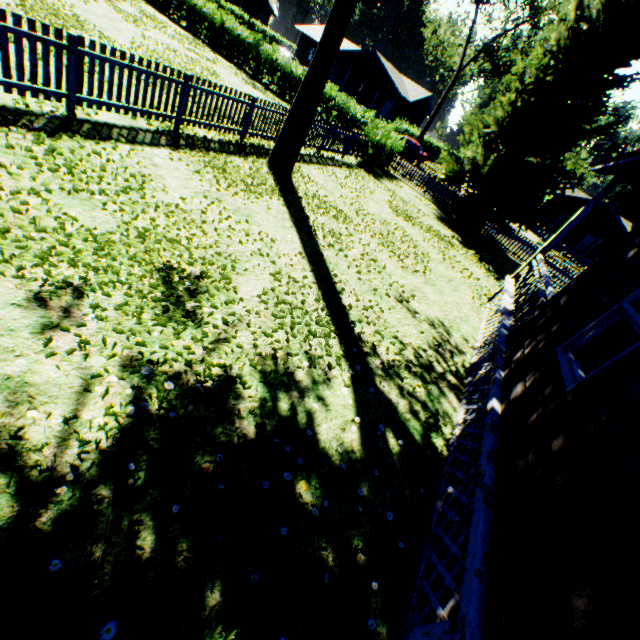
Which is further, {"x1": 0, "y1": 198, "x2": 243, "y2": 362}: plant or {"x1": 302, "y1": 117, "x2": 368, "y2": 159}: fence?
{"x1": 302, "y1": 117, "x2": 368, "y2": 159}: fence

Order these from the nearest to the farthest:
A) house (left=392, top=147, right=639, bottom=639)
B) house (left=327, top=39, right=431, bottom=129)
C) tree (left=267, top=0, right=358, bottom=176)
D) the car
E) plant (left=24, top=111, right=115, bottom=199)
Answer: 1. house (left=392, top=147, right=639, bottom=639)
2. plant (left=24, top=111, right=115, bottom=199)
3. tree (left=267, top=0, right=358, bottom=176)
4. the car
5. house (left=327, top=39, right=431, bottom=129)

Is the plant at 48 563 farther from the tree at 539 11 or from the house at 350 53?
the house at 350 53

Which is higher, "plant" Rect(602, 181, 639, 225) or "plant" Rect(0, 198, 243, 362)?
"plant" Rect(602, 181, 639, 225)

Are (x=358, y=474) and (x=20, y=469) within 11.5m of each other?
yes

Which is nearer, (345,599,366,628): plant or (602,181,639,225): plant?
(345,599,366,628): plant

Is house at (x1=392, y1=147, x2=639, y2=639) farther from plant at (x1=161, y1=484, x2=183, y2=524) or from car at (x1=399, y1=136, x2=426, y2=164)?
car at (x1=399, y1=136, x2=426, y2=164)

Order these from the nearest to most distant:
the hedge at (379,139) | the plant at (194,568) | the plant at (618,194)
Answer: the plant at (194,568)
the hedge at (379,139)
the plant at (618,194)
